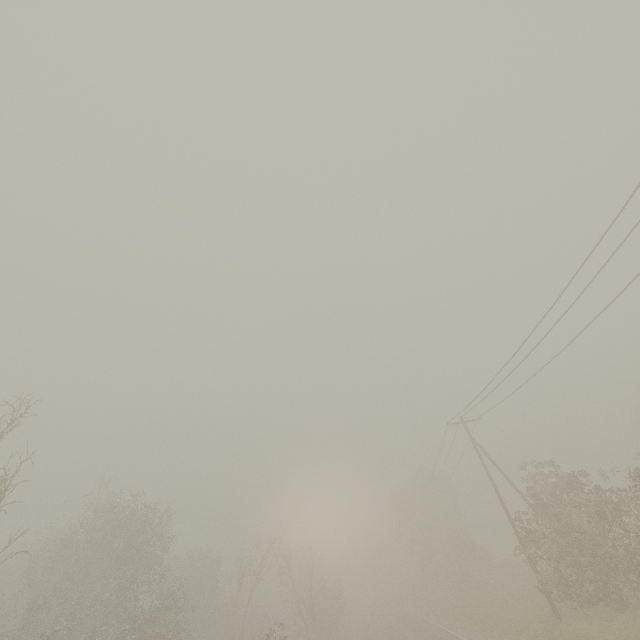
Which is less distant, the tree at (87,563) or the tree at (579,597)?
the tree at (579,597)

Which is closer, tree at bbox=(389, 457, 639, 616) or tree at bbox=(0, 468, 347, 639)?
tree at bbox=(389, 457, 639, 616)

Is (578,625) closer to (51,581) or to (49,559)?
(49,559)
